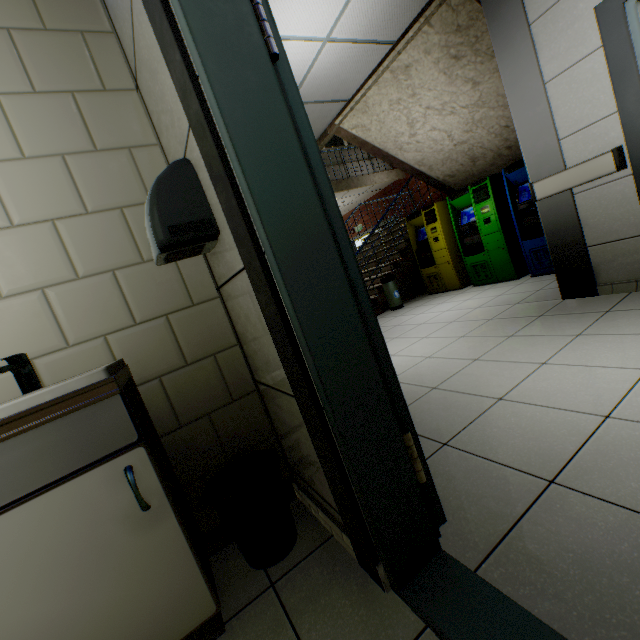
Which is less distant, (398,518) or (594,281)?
(398,518)

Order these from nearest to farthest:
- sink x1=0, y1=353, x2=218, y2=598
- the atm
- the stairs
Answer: sink x1=0, y1=353, x2=218, y2=598 → the stairs → the atm

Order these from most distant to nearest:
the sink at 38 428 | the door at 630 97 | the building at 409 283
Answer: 1. the building at 409 283
2. the door at 630 97
3. the sink at 38 428

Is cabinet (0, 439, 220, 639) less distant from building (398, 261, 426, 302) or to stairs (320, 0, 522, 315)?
stairs (320, 0, 522, 315)

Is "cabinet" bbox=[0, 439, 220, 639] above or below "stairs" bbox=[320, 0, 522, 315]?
below

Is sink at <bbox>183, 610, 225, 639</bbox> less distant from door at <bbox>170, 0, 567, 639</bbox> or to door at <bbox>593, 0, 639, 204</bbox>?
door at <bbox>170, 0, 567, 639</bbox>

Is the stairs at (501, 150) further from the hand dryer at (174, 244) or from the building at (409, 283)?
the hand dryer at (174, 244)

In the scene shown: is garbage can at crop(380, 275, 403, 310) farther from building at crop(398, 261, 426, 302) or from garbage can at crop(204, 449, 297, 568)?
garbage can at crop(204, 449, 297, 568)
